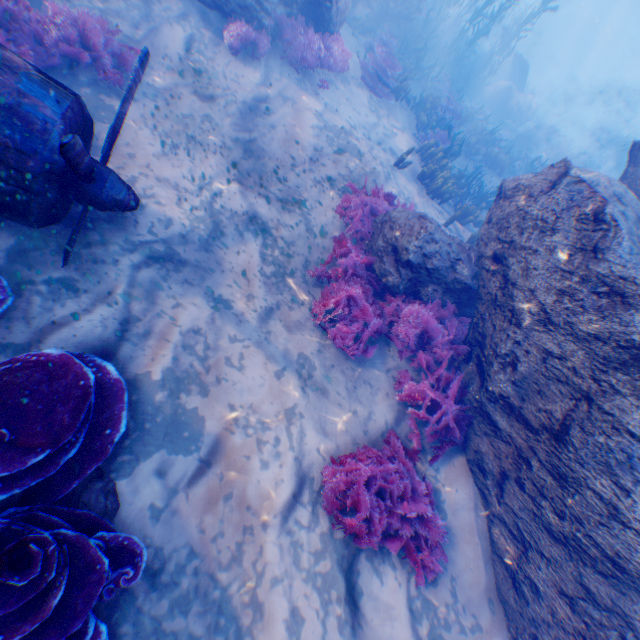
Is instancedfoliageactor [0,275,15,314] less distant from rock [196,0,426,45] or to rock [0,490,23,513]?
rock [0,490,23,513]

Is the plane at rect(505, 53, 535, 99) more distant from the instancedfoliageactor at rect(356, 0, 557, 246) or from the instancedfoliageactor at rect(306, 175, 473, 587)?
the instancedfoliageactor at rect(306, 175, 473, 587)

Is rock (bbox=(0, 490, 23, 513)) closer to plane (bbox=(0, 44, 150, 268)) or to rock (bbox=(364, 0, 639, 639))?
plane (bbox=(0, 44, 150, 268))

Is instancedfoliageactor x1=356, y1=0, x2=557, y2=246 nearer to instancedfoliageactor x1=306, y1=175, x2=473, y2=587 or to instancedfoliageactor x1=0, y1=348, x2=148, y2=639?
instancedfoliageactor x1=306, y1=175, x2=473, y2=587

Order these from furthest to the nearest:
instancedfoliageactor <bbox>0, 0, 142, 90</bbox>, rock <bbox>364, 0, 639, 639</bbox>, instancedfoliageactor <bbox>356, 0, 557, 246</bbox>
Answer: instancedfoliageactor <bbox>356, 0, 557, 246</bbox>, instancedfoliageactor <bbox>0, 0, 142, 90</bbox>, rock <bbox>364, 0, 639, 639</bbox>

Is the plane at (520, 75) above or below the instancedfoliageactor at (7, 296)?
above

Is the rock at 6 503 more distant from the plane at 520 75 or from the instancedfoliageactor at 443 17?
the plane at 520 75

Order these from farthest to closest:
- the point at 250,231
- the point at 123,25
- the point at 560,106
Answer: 1. the point at 560,106
2. the point at 123,25
3. the point at 250,231
